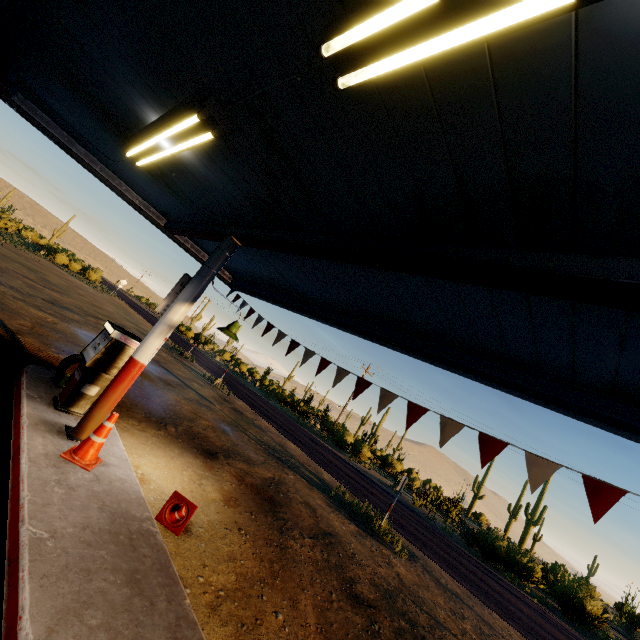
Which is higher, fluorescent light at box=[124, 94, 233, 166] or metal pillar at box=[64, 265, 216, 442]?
fluorescent light at box=[124, 94, 233, 166]

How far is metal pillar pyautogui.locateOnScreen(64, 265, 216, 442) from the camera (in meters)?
4.79

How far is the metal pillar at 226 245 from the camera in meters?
5.5 m

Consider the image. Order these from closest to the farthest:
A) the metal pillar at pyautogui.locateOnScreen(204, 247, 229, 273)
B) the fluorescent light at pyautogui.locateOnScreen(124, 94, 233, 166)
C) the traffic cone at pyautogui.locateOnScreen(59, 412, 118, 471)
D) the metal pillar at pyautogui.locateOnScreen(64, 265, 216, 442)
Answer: the fluorescent light at pyautogui.locateOnScreen(124, 94, 233, 166), the traffic cone at pyautogui.locateOnScreen(59, 412, 118, 471), the metal pillar at pyautogui.locateOnScreen(64, 265, 216, 442), the metal pillar at pyautogui.locateOnScreen(204, 247, 229, 273)

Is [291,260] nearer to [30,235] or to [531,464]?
[531,464]

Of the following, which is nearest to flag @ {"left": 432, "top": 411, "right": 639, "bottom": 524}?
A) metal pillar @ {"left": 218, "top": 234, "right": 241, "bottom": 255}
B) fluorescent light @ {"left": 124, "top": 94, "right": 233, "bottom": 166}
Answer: metal pillar @ {"left": 218, "top": 234, "right": 241, "bottom": 255}

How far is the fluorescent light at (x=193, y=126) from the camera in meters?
2.9 m

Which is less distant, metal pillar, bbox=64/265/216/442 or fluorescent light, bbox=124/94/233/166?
fluorescent light, bbox=124/94/233/166
